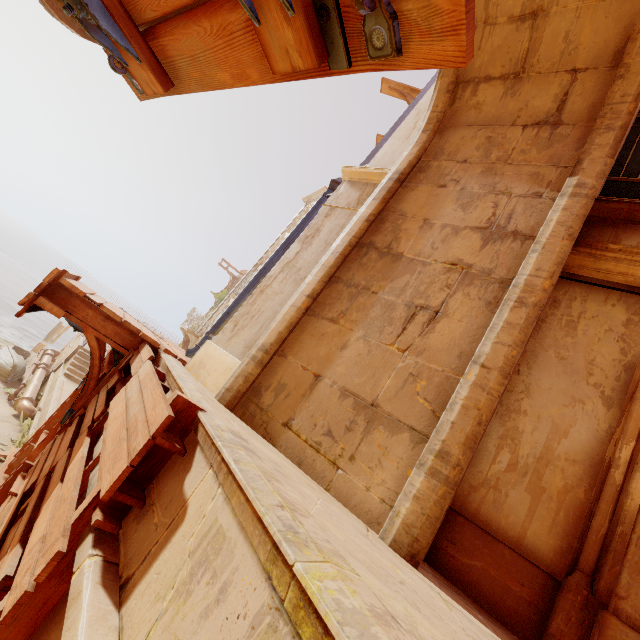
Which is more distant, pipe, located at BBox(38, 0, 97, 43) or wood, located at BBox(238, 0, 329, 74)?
pipe, located at BBox(38, 0, 97, 43)

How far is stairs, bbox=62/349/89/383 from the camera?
18.0m

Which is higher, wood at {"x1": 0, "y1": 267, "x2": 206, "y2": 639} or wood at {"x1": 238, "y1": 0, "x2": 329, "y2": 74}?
wood at {"x1": 238, "y1": 0, "x2": 329, "y2": 74}

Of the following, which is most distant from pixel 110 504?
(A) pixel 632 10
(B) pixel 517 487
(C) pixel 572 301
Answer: (A) pixel 632 10

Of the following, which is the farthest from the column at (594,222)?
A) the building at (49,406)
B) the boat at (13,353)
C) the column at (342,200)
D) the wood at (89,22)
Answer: the boat at (13,353)

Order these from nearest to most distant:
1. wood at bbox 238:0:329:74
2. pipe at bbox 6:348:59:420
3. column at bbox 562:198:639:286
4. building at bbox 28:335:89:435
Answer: wood at bbox 238:0:329:74, column at bbox 562:198:639:286, building at bbox 28:335:89:435, pipe at bbox 6:348:59:420

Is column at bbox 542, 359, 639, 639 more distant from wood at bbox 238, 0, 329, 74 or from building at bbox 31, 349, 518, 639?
wood at bbox 238, 0, 329, 74

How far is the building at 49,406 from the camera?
13.0m
